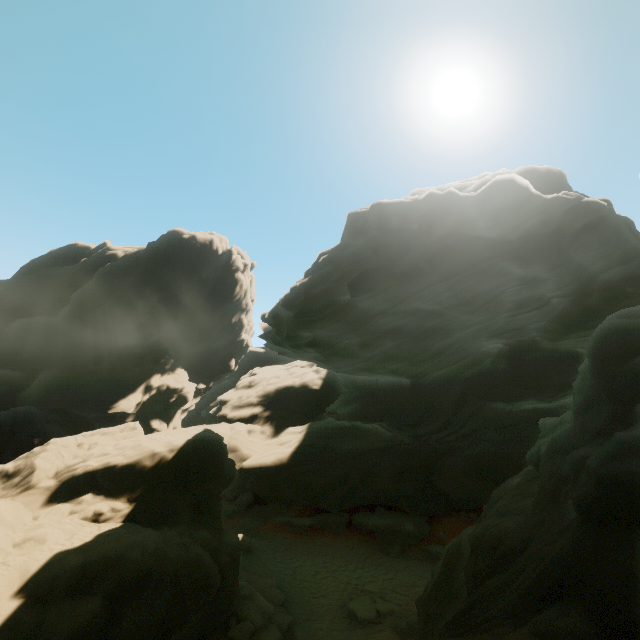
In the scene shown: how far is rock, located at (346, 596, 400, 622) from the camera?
13.47m

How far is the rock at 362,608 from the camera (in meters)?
13.47

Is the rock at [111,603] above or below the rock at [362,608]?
above

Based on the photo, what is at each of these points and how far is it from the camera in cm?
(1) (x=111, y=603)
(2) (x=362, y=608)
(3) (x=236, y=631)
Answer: (1) rock, 835
(2) rock, 1394
(3) rock, 1084

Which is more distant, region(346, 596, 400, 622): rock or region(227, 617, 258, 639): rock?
region(346, 596, 400, 622): rock

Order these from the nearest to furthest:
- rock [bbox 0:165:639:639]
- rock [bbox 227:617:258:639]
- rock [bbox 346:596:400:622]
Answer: rock [bbox 0:165:639:639] → rock [bbox 227:617:258:639] → rock [bbox 346:596:400:622]

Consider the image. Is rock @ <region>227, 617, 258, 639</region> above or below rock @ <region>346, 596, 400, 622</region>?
above
